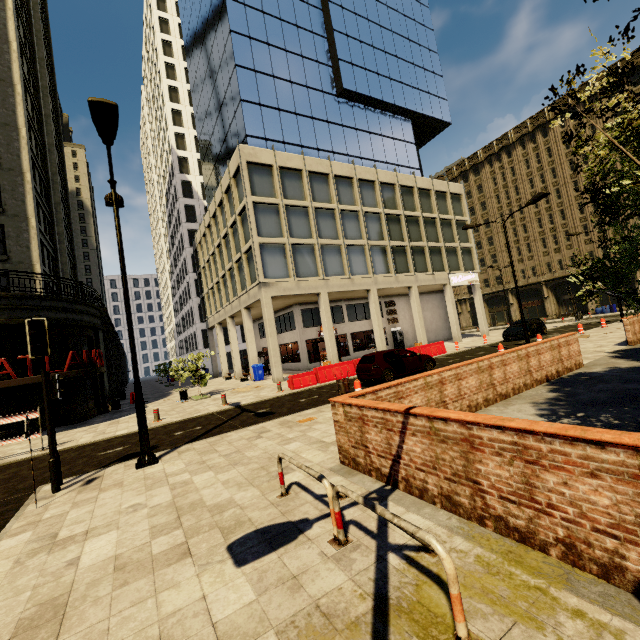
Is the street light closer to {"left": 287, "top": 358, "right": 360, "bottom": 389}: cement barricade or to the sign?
{"left": 287, "top": 358, "right": 360, "bottom": 389}: cement barricade

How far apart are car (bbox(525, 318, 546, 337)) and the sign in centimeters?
729cm

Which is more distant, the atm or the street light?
the atm

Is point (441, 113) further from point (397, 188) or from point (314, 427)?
point (314, 427)

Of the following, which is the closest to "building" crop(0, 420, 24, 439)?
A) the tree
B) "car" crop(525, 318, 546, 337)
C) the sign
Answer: the sign

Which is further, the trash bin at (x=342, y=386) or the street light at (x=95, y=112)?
the trash bin at (x=342, y=386)

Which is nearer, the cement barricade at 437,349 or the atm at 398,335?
the cement barricade at 437,349

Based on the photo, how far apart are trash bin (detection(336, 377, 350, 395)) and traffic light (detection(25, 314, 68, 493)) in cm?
784
